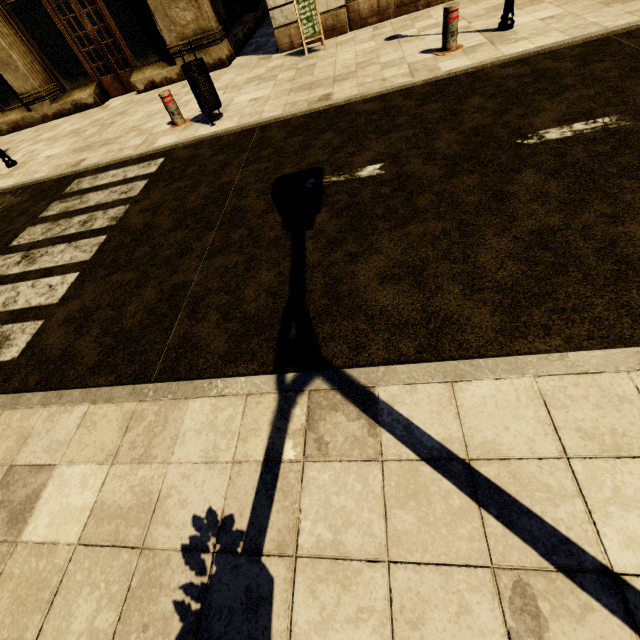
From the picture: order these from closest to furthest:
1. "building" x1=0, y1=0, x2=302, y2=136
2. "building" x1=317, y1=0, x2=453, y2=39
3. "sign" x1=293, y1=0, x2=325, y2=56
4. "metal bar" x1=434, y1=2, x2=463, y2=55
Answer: "metal bar" x1=434, y1=2, x2=463, y2=55 → "sign" x1=293, y1=0, x2=325, y2=56 → "building" x1=317, y1=0, x2=453, y2=39 → "building" x1=0, y1=0, x2=302, y2=136

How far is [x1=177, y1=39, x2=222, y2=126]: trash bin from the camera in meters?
5.2 m

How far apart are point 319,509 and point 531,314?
1.7 meters

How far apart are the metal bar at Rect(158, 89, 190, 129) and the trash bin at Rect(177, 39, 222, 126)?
0.6 meters

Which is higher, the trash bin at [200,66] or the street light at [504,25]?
the trash bin at [200,66]

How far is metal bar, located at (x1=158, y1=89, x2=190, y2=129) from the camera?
5.88m

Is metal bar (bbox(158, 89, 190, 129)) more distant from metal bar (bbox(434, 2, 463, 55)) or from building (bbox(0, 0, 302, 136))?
metal bar (bbox(434, 2, 463, 55))

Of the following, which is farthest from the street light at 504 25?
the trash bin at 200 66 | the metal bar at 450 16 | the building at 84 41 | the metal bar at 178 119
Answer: the metal bar at 178 119
